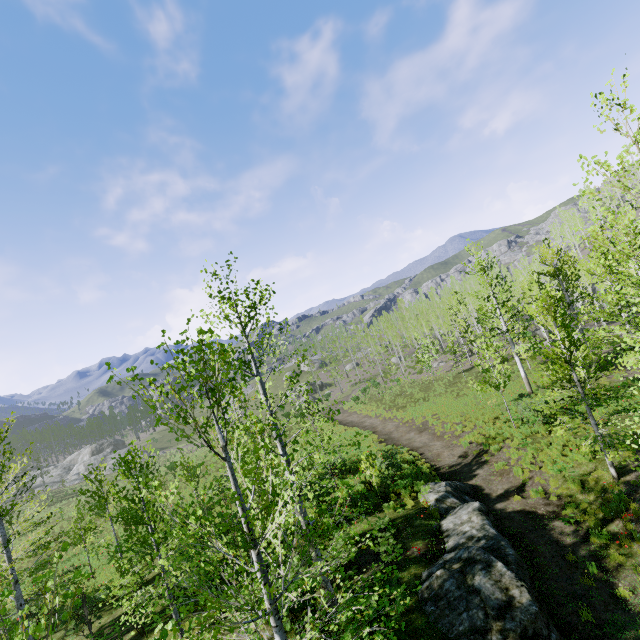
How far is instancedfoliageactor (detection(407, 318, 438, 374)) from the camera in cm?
4056

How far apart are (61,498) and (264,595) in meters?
59.9 m

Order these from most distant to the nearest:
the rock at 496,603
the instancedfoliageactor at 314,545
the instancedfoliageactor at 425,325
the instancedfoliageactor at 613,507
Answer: the instancedfoliageactor at 425,325 → the instancedfoliageactor at 613,507 → the rock at 496,603 → the instancedfoliageactor at 314,545

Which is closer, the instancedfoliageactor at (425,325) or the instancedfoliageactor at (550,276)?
the instancedfoliageactor at (550,276)

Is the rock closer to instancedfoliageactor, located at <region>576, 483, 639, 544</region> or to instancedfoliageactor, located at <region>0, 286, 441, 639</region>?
instancedfoliageactor, located at <region>576, 483, 639, 544</region>

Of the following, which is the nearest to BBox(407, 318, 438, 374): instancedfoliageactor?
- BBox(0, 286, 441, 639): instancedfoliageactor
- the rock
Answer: the rock

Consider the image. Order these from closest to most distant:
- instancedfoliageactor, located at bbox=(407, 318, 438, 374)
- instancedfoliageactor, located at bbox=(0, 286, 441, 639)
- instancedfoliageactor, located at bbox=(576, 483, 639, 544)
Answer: instancedfoliageactor, located at bbox=(0, 286, 441, 639), instancedfoliageactor, located at bbox=(576, 483, 639, 544), instancedfoliageactor, located at bbox=(407, 318, 438, 374)

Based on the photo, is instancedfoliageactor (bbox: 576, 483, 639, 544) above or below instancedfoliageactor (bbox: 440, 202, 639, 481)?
below
